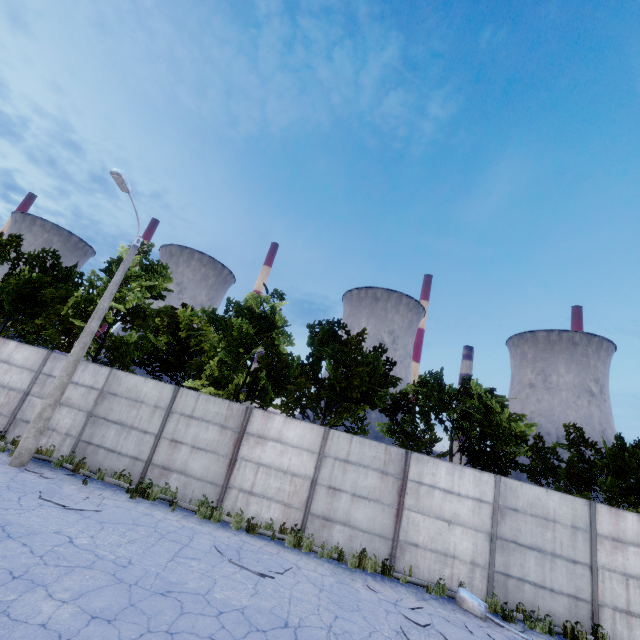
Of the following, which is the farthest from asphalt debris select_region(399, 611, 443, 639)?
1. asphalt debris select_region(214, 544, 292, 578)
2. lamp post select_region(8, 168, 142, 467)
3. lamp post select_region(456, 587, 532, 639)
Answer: lamp post select_region(8, 168, 142, 467)

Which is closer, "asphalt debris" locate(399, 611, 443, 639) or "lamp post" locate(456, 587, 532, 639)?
"asphalt debris" locate(399, 611, 443, 639)

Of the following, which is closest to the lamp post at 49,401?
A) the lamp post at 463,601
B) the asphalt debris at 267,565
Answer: the asphalt debris at 267,565

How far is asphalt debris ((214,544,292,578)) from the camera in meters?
7.7 m

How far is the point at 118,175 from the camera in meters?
11.5

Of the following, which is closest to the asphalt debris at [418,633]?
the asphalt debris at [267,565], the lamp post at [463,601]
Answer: the lamp post at [463,601]

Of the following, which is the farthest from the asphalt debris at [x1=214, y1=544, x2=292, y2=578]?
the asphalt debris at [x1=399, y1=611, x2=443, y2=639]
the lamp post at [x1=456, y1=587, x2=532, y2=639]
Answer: the lamp post at [x1=456, y1=587, x2=532, y2=639]

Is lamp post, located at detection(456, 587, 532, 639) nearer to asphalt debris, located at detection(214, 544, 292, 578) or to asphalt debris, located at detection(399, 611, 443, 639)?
asphalt debris, located at detection(399, 611, 443, 639)
